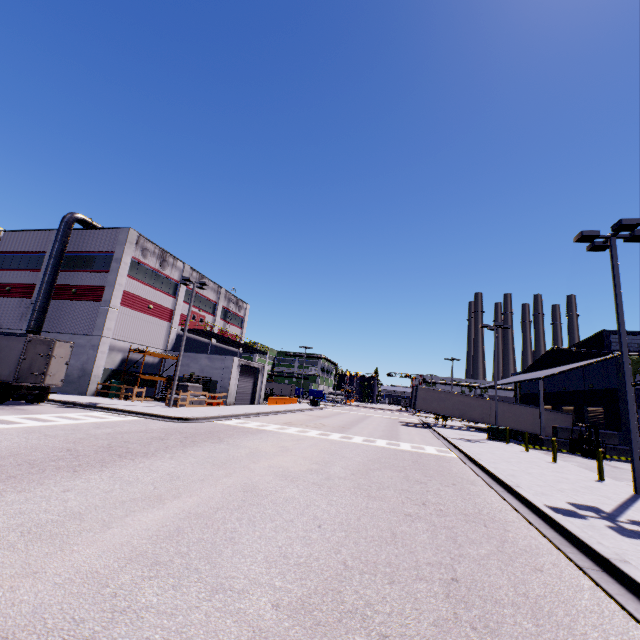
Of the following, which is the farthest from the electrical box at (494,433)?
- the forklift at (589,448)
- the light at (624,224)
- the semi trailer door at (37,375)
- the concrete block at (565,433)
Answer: the semi trailer door at (37,375)

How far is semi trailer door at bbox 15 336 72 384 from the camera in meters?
18.0 m

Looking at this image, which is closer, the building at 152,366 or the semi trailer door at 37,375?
the semi trailer door at 37,375

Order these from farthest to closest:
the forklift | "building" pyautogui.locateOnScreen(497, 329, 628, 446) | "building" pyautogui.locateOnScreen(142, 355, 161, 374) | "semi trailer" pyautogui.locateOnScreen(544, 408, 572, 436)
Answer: "semi trailer" pyautogui.locateOnScreen(544, 408, 572, 436) → "building" pyautogui.locateOnScreen(142, 355, 161, 374) → "building" pyautogui.locateOnScreen(497, 329, 628, 446) → the forklift

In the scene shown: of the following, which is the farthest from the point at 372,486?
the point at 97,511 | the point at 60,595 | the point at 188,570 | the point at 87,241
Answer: the point at 87,241

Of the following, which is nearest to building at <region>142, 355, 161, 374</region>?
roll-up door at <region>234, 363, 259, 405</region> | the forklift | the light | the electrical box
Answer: roll-up door at <region>234, 363, 259, 405</region>

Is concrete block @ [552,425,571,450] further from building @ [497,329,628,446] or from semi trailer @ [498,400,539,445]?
semi trailer @ [498,400,539,445]

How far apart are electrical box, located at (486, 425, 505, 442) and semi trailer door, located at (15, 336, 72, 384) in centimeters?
3072cm
